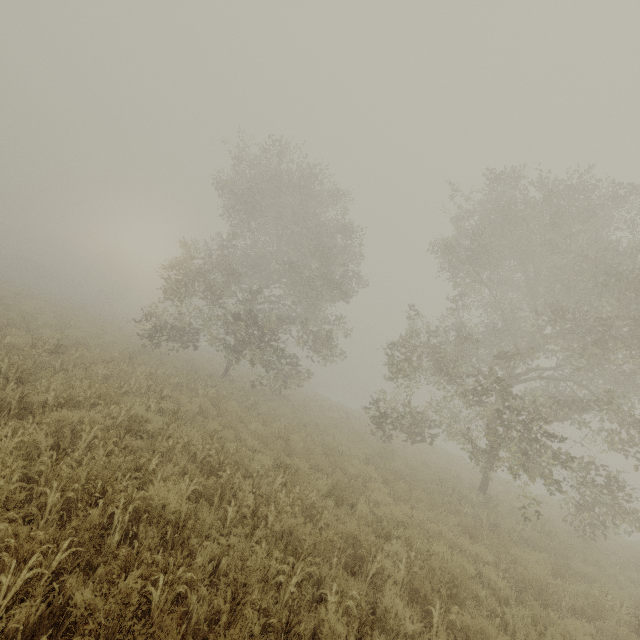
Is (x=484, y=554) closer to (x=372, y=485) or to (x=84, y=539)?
(x=372, y=485)
